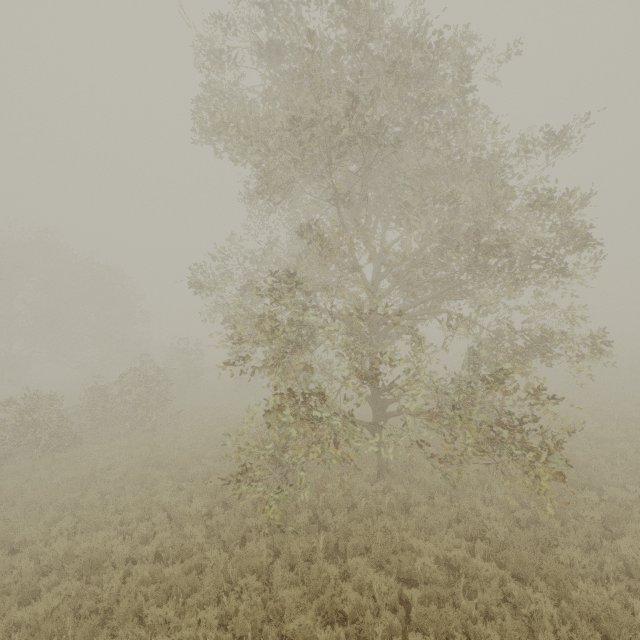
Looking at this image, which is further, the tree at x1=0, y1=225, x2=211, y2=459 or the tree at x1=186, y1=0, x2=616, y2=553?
the tree at x1=0, y1=225, x2=211, y2=459

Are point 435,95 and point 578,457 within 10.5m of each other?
no

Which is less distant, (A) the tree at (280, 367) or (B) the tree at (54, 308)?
(A) the tree at (280, 367)
